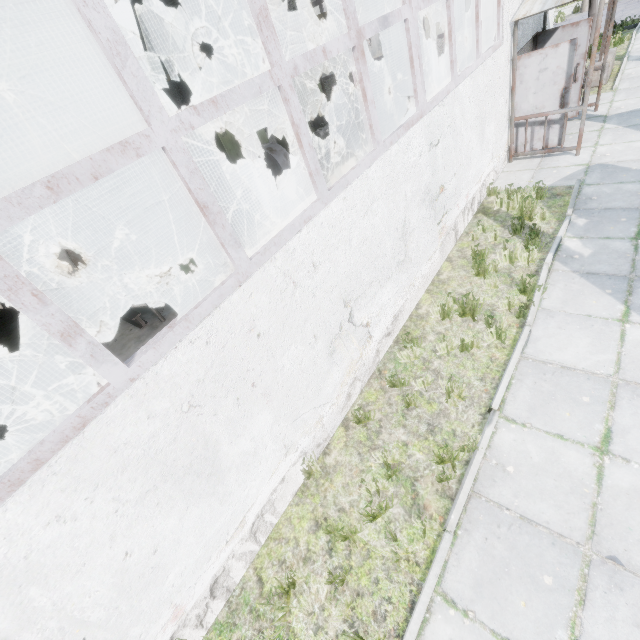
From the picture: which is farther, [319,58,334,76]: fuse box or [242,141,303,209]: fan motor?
[319,58,334,76]: fuse box

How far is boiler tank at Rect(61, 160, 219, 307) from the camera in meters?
7.4 m

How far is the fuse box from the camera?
26.92m

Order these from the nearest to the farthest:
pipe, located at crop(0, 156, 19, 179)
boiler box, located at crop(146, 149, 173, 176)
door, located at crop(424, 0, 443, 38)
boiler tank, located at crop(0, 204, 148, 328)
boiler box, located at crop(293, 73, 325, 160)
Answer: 1. boiler tank, located at crop(0, 204, 148, 328)
2. pipe, located at crop(0, 156, 19, 179)
3. boiler box, located at crop(293, 73, 325, 160)
4. boiler box, located at crop(146, 149, 173, 176)
5. door, located at crop(424, 0, 443, 38)

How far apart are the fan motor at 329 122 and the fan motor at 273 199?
2.4 meters

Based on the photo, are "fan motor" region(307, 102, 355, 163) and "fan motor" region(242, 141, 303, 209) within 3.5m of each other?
yes

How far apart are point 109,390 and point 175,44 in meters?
23.1 m

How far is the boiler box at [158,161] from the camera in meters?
13.7 m
